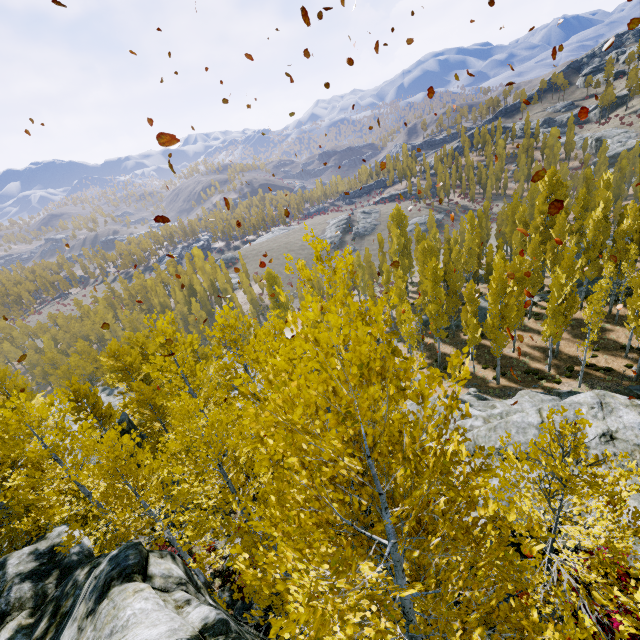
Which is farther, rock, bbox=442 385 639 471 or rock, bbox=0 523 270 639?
rock, bbox=442 385 639 471

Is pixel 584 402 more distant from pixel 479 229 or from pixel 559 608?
pixel 479 229

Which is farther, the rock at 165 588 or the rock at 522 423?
the rock at 522 423

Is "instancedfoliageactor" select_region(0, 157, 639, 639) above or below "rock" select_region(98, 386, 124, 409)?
above

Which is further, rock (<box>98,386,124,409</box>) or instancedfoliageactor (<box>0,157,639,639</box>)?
rock (<box>98,386,124,409</box>)

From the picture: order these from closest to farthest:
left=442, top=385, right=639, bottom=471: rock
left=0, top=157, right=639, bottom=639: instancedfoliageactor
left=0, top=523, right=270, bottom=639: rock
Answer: left=0, top=157, right=639, bottom=639: instancedfoliageactor, left=0, top=523, right=270, bottom=639: rock, left=442, top=385, right=639, bottom=471: rock

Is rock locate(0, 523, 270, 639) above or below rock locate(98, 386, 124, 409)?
above
